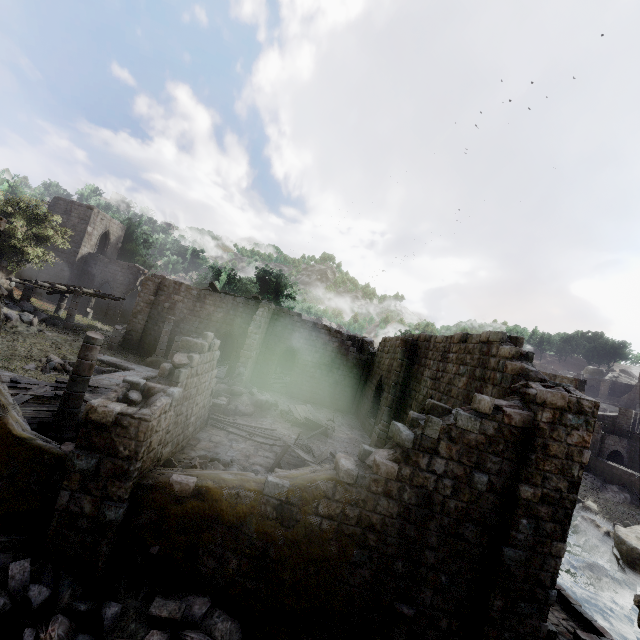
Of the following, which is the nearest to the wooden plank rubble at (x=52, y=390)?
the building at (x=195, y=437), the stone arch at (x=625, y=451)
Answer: the building at (x=195, y=437)

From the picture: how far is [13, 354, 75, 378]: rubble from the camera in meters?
15.5 m

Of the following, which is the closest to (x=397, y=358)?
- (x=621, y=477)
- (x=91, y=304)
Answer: (x=91, y=304)

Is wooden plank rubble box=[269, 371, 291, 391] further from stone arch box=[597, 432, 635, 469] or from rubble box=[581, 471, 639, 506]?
stone arch box=[597, 432, 635, 469]

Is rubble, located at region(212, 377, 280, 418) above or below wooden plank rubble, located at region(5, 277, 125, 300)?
below

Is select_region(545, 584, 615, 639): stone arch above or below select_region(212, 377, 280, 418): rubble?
below

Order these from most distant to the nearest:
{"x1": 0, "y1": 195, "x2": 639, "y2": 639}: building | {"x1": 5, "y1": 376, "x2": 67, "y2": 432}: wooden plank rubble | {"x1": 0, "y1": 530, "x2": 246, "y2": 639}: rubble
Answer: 1. {"x1": 5, "y1": 376, "x2": 67, "y2": 432}: wooden plank rubble
2. {"x1": 0, "y1": 195, "x2": 639, "y2": 639}: building
3. {"x1": 0, "y1": 530, "x2": 246, "y2": 639}: rubble

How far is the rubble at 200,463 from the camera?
9.44m
